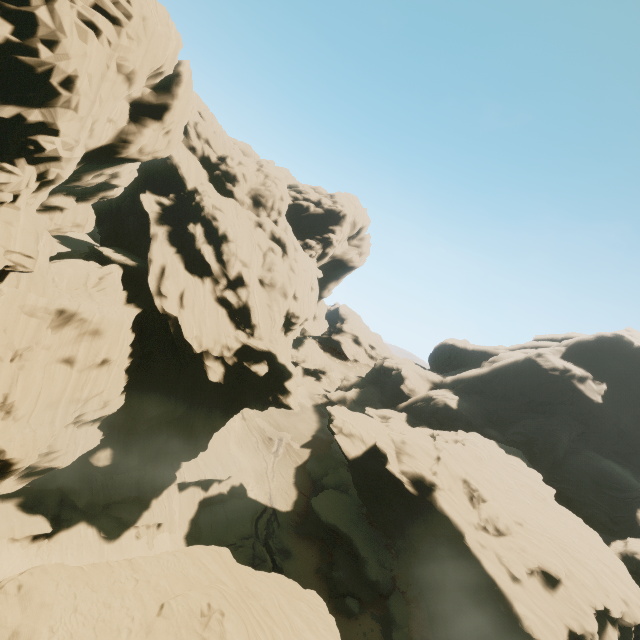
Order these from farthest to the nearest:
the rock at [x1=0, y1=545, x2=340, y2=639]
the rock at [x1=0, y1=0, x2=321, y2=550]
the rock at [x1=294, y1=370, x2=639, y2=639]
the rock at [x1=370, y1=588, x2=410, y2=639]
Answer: the rock at [x1=370, y1=588, x2=410, y2=639]
the rock at [x1=294, y1=370, x2=639, y2=639]
the rock at [x1=0, y1=0, x2=321, y2=550]
the rock at [x1=0, y1=545, x2=340, y2=639]

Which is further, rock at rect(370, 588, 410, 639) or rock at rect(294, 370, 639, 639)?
rock at rect(370, 588, 410, 639)

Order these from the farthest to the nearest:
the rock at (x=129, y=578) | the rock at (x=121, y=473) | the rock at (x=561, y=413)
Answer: the rock at (x=561, y=413) → the rock at (x=121, y=473) → the rock at (x=129, y=578)

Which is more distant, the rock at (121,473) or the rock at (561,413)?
the rock at (561,413)

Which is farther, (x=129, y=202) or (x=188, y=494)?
(x=129, y=202)
